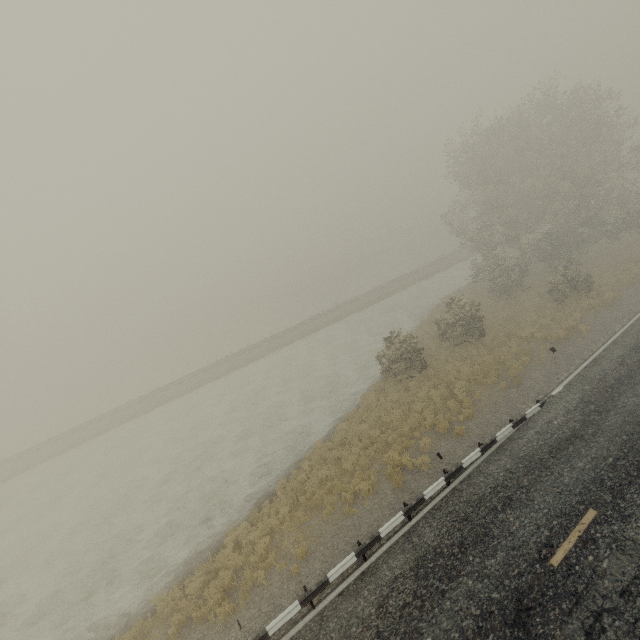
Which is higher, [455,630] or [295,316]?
[455,630]
